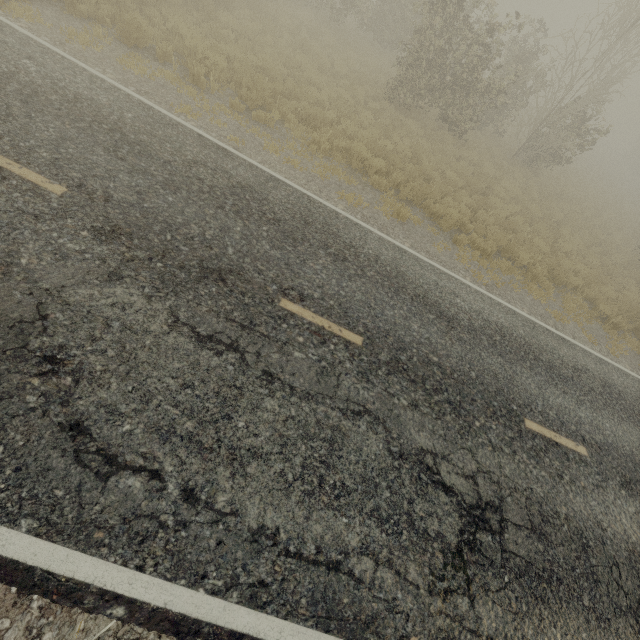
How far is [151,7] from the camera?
10.10m
